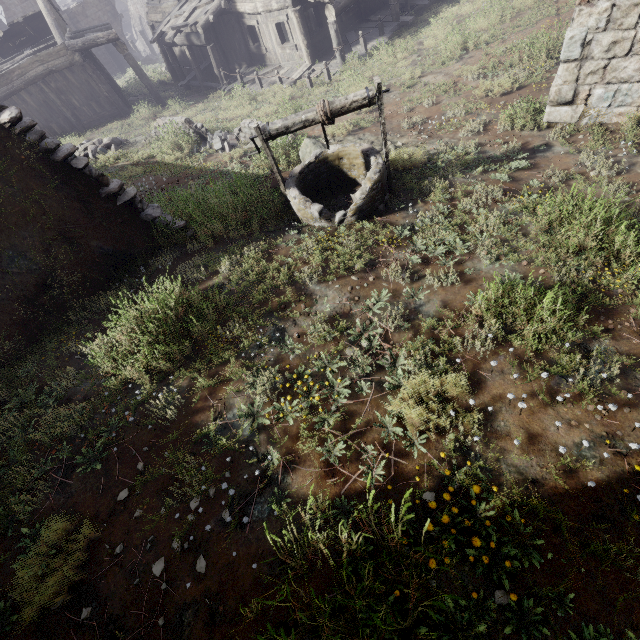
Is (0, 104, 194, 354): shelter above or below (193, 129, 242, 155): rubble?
above

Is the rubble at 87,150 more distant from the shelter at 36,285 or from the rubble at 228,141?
the rubble at 228,141

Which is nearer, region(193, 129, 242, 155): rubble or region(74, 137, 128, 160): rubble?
region(193, 129, 242, 155): rubble

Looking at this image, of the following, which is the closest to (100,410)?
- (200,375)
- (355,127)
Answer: → (200,375)

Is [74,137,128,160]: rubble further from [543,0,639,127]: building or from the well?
the well

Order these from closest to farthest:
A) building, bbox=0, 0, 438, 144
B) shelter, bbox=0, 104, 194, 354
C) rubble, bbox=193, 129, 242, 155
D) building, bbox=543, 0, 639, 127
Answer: shelter, bbox=0, 104, 194, 354 < building, bbox=543, 0, 639, 127 < rubble, bbox=193, 129, 242, 155 < building, bbox=0, 0, 438, 144

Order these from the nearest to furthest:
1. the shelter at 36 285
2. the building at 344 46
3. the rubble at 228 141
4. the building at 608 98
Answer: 1. the shelter at 36 285
2. the building at 608 98
3. the rubble at 228 141
4. the building at 344 46

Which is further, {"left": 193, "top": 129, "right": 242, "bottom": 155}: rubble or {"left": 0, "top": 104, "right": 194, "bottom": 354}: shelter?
{"left": 193, "top": 129, "right": 242, "bottom": 155}: rubble
